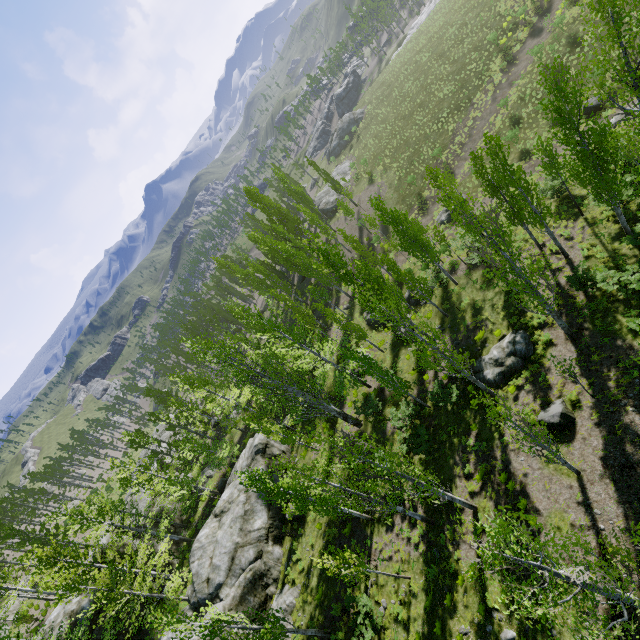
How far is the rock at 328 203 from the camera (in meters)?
50.69

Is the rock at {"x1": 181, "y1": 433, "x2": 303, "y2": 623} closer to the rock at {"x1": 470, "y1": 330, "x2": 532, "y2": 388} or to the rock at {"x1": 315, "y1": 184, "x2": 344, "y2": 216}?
the rock at {"x1": 470, "y1": 330, "x2": 532, "y2": 388}

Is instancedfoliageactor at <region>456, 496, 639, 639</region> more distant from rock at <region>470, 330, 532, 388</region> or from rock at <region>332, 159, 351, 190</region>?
rock at <region>332, 159, 351, 190</region>

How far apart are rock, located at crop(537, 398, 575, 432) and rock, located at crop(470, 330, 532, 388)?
2.8m

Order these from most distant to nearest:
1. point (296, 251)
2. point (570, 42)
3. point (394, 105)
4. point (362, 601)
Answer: point (394, 105), point (296, 251), point (570, 42), point (362, 601)

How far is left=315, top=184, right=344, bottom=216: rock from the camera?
50.69m

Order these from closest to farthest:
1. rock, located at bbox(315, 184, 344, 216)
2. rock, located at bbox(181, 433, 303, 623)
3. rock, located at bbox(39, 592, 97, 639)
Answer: rock, located at bbox(181, 433, 303, 623), rock, located at bbox(39, 592, 97, 639), rock, located at bbox(315, 184, 344, 216)

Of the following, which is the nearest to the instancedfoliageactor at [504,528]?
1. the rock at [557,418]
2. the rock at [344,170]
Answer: the rock at [344,170]
